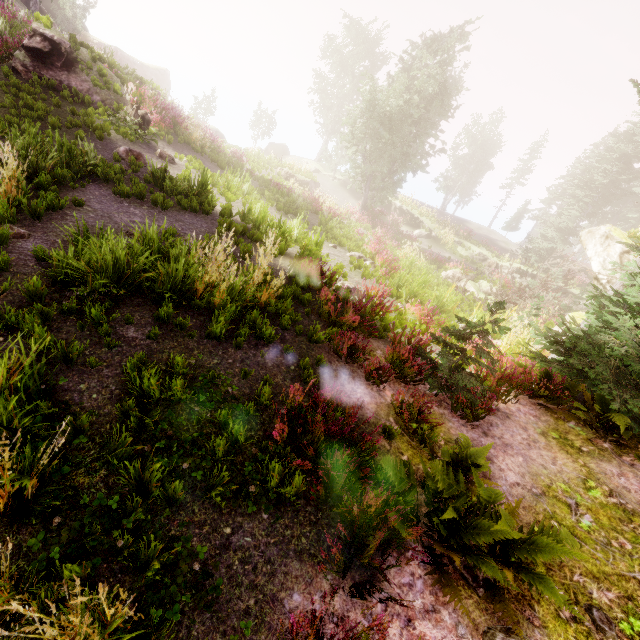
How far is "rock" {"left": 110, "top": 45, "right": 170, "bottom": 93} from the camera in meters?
37.4 m

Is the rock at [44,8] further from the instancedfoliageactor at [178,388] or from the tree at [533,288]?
the tree at [533,288]

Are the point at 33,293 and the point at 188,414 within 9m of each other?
yes

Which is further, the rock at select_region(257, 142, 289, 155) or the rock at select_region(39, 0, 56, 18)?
the rock at select_region(257, 142, 289, 155)

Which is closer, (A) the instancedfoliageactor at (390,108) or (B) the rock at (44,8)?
(A) the instancedfoliageactor at (390,108)

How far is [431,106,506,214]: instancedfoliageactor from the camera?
44.31m

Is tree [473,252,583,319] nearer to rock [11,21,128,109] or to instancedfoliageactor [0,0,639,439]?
instancedfoliageactor [0,0,639,439]

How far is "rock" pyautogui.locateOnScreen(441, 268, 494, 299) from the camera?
17.8 meters
